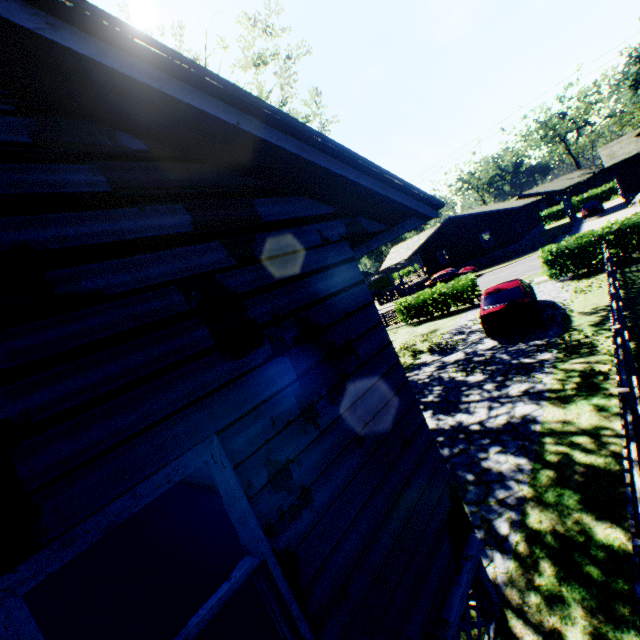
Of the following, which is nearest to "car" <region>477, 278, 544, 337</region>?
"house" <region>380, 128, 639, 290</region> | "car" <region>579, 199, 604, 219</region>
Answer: "house" <region>380, 128, 639, 290</region>

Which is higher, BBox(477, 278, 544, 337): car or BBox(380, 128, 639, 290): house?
BBox(380, 128, 639, 290): house

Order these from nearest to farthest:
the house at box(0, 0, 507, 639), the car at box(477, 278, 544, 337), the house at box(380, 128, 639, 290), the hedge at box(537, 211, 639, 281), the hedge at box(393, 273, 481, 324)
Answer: the house at box(0, 0, 507, 639), the car at box(477, 278, 544, 337), the hedge at box(537, 211, 639, 281), the hedge at box(393, 273, 481, 324), the house at box(380, 128, 639, 290)

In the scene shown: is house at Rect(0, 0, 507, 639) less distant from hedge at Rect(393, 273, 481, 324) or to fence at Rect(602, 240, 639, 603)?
fence at Rect(602, 240, 639, 603)

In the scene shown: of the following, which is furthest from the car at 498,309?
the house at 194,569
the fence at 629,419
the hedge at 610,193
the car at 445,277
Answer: the hedge at 610,193

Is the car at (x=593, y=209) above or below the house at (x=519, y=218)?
below

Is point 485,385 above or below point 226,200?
below

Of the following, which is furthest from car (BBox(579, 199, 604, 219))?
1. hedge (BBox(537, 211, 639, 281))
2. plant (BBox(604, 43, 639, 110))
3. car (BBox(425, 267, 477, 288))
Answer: hedge (BBox(537, 211, 639, 281))
